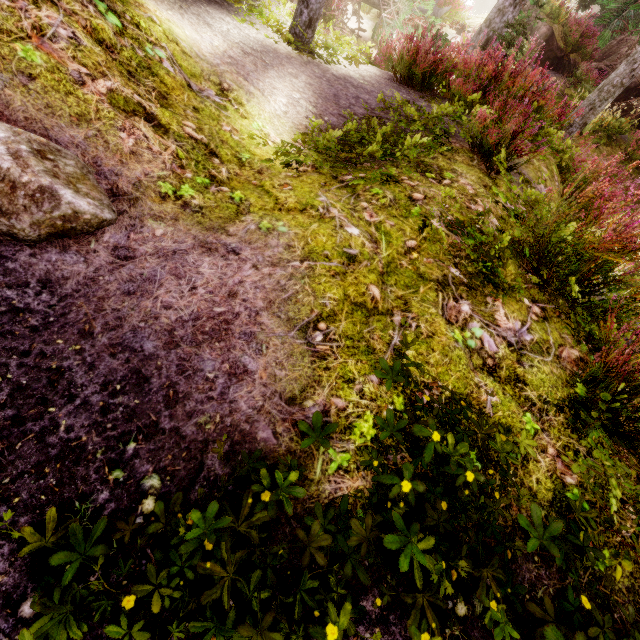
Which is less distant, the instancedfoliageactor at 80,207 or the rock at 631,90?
the instancedfoliageactor at 80,207

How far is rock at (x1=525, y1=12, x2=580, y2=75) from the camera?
12.1m

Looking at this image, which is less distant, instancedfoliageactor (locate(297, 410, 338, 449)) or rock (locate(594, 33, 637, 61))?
instancedfoliageactor (locate(297, 410, 338, 449))

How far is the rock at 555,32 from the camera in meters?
12.1

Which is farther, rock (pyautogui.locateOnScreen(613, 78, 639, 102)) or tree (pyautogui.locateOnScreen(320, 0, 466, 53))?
rock (pyautogui.locateOnScreen(613, 78, 639, 102))

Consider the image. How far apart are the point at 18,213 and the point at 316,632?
2.38m

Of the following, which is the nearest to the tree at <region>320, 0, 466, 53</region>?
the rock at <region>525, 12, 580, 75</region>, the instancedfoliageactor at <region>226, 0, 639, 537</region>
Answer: the instancedfoliageactor at <region>226, 0, 639, 537</region>
